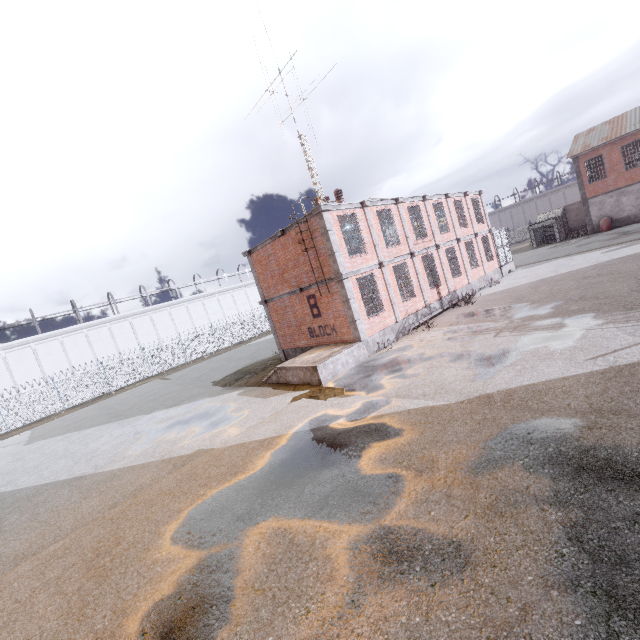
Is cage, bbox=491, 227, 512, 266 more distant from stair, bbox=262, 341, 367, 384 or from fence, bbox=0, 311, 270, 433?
stair, bbox=262, 341, 367, 384

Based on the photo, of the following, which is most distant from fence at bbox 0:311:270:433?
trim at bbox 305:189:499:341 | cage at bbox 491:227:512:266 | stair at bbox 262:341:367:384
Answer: trim at bbox 305:189:499:341

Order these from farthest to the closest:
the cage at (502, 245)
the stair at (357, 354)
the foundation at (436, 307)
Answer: the cage at (502, 245) < the foundation at (436, 307) < the stair at (357, 354)

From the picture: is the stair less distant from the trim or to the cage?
the trim

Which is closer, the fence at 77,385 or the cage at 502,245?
the cage at 502,245

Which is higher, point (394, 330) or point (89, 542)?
point (394, 330)

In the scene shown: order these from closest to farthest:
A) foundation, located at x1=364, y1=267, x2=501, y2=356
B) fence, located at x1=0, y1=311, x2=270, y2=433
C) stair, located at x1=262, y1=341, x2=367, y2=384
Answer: stair, located at x1=262, y1=341, x2=367, y2=384 → foundation, located at x1=364, y1=267, x2=501, y2=356 → fence, located at x1=0, y1=311, x2=270, y2=433
